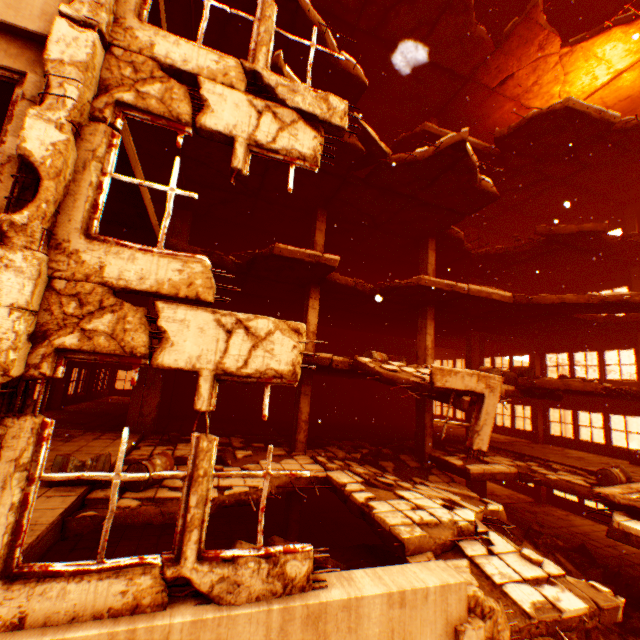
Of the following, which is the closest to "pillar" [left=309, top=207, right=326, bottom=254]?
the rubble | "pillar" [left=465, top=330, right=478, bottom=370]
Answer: the rubble

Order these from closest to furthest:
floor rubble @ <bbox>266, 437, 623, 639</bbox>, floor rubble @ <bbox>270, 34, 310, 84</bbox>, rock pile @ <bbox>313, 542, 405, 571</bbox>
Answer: floor rubble @ <bbox>266, 437, 623, 639</bbox> → floor rubble @ <bbox>270, 34, 310, 84</bbox> → rock pile @ <bbox>313, 542, 405, 571</bbox>

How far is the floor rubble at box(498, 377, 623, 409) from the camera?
9.7 meters

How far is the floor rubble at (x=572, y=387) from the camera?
9.7 meters

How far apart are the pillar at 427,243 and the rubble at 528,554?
9.16m

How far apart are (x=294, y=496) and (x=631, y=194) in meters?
19.1

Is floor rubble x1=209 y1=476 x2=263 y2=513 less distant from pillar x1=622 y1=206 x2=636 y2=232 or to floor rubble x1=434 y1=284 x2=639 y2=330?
floor rubble x1=434 y1=284 x2=639 y2=330

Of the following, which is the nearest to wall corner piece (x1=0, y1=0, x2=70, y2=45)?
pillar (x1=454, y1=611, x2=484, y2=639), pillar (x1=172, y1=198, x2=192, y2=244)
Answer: pillar (x1=454, y1=611, x2=484, y2=639)
